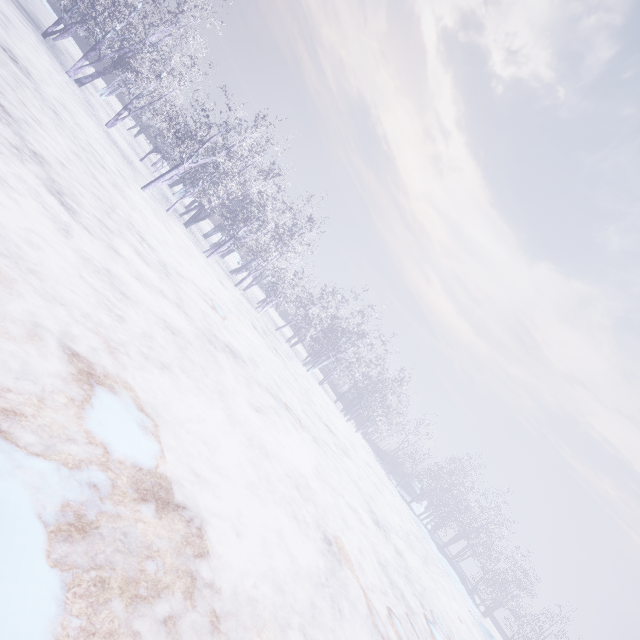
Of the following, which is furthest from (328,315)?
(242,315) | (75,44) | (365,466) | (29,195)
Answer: (75,44)
